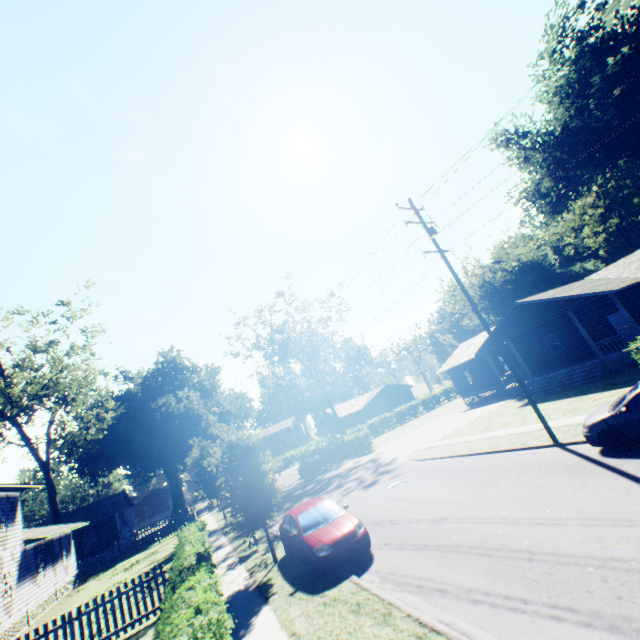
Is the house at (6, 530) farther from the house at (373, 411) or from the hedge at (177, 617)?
the house at (373, 411)

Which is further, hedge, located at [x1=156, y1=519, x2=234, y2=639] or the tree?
the tree

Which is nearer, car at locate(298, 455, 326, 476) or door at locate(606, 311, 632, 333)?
door at locate(606, 311, 632, 333)

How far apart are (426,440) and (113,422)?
41.85m

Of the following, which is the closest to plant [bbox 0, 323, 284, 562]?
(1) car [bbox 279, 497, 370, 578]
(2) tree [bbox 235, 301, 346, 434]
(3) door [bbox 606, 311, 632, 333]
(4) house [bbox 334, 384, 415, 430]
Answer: (1) car [bbox 279, 497, 370, 578]

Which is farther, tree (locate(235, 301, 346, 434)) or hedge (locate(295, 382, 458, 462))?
tree (locate(235, 301, 346, 434))

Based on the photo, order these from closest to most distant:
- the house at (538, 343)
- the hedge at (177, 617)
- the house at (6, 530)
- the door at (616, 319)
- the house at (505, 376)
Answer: the hedge at (177, 617)
the house at (6, 530)
the house at (538, 343)
the door at (616, 319)
the house at (505, 376)

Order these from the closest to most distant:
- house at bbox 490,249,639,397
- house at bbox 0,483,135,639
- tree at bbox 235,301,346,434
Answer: house at bbox 0,483,135,639 < house at bbox 490,249,639,397 < tree at bbox 235,301,346,434
